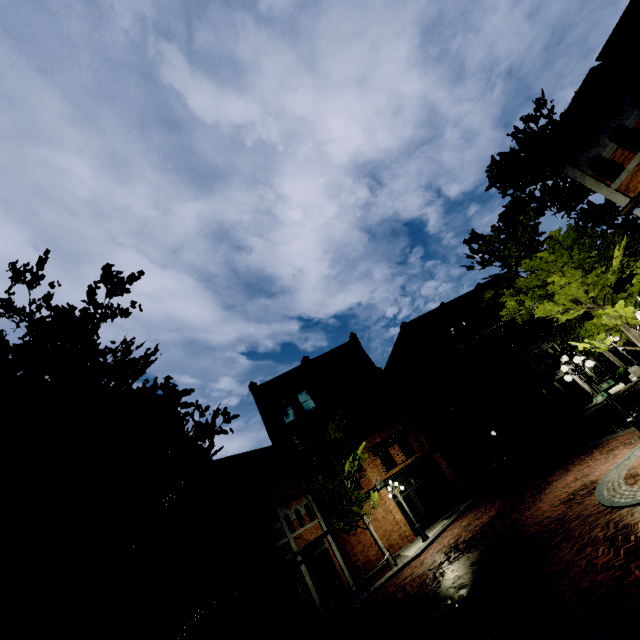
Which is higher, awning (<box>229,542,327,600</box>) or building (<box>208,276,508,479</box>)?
building (<box>208,276,508,479</box>)

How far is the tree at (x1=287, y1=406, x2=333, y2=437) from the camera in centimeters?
2019cm

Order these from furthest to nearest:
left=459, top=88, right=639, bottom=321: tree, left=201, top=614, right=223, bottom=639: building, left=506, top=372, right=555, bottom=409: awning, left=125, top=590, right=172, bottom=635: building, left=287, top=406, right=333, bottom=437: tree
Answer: left=506, top=372, right=555, bottom=409: awning
left=287, top=406, right=333, bottom=437: tree
left=201, top=614, right=223, bottom=639: building
left=459, top=88, right=639, bottom=321: tree
left=125, top=590, right=172, bottom=635: building

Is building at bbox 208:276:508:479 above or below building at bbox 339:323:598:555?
above

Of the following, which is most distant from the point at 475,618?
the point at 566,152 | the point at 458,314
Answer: the point at 458,314

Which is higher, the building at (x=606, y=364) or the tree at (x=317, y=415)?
the tree at (x=317, y=415)

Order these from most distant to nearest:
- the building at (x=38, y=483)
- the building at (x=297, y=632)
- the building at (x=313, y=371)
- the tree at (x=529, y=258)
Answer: the building at (x=313, y=371)
the building at (x=297, y=632)
the tree at (x=529, y=258)
the building at (x=38, y=483)

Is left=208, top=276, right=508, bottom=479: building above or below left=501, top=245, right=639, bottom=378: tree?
above
